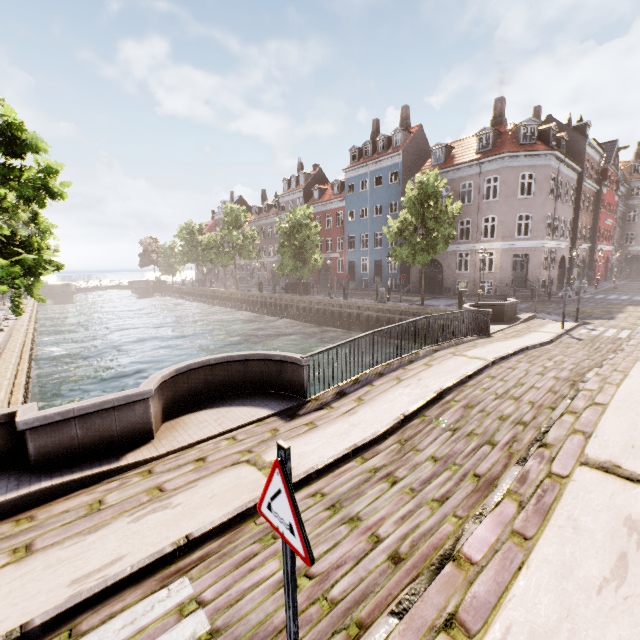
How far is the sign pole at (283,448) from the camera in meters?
1.7 m

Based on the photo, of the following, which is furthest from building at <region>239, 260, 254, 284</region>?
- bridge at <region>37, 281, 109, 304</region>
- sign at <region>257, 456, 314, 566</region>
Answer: sign at <region>257, 456, 314, 566</region>

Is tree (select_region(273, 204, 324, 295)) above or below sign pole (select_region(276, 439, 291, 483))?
above

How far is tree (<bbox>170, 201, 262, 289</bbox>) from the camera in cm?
4031

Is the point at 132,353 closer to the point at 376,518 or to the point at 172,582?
the point at 172,582

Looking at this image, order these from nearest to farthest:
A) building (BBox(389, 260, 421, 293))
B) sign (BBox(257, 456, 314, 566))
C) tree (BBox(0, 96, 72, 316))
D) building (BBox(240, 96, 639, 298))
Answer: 1. sign (BBox(257, 456, 314, 566))
2. tree (BBox(0, 96, 72, 316))
3. building (BBox(240, 96, 639, 298))
4. building (BBox(389, 260, 421, 293))

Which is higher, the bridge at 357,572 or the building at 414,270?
the building at 414,270

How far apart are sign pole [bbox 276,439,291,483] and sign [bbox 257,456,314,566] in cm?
3
